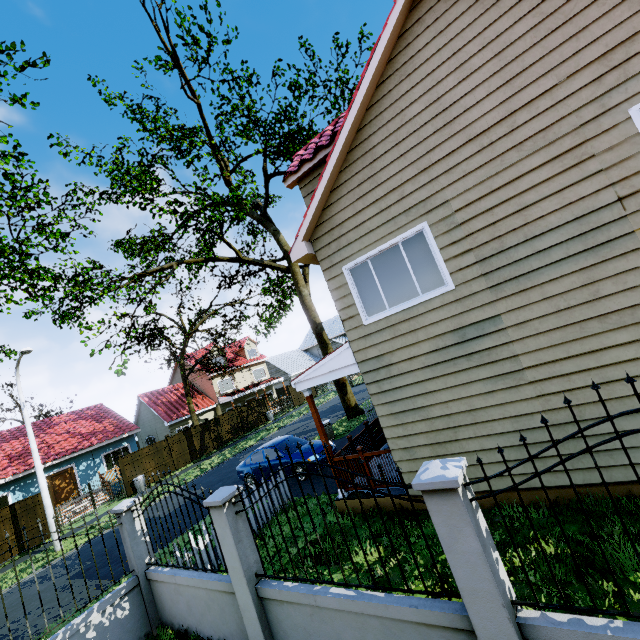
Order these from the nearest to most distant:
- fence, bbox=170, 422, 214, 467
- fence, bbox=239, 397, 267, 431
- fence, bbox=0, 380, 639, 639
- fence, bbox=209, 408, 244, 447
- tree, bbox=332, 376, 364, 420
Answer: fence, bbox=0, 380, 639, 639, tree, bbox=332, 376, 364, 420, fence, bbox=170, 422, 214, 467, fence, bbox=209, 408, 244, 447, fence, bbox=239, 397, 267, 431

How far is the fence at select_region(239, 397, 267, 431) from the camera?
29.1m

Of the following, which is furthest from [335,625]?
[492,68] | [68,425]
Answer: [68,425]

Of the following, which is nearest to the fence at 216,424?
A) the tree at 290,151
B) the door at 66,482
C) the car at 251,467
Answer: the tree at 290,151

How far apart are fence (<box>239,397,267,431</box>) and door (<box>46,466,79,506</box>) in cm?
1200

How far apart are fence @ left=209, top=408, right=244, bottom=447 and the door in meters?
9.0

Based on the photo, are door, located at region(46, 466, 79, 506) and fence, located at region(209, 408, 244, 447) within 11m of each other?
yes

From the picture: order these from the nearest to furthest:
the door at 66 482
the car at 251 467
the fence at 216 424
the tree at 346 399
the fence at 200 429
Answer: the car at 251 467 < the tree at 346 399 < the door at 66 482 < the fence at 200 429 < the fence at 216 424
